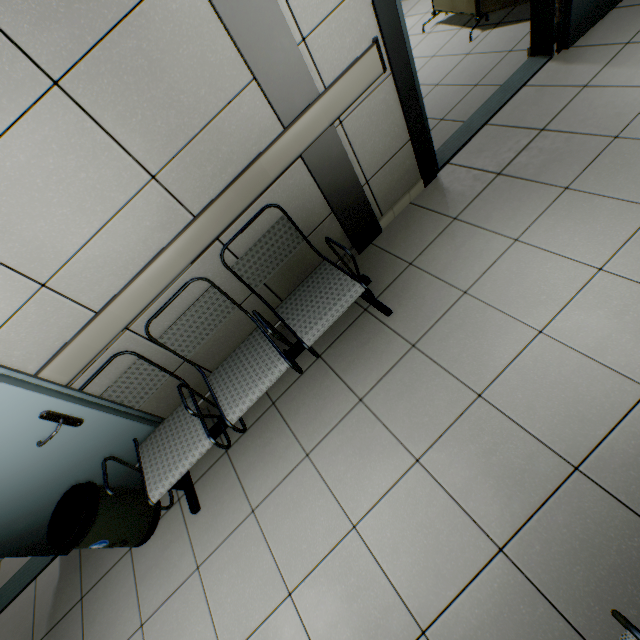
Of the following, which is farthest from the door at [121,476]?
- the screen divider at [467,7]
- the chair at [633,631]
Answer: the screen divider at [467,7]

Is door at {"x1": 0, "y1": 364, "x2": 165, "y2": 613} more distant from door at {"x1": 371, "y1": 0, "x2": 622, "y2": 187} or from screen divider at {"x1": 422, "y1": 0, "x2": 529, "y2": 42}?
screen divider at {"x1": 422, "y1": 0, "x2": 529, "y2": 42}

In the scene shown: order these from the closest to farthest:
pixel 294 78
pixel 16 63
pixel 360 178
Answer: pixel 16 63
pixel 294 78
pixel 360 178

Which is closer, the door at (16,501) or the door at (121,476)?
the door at (16,501)

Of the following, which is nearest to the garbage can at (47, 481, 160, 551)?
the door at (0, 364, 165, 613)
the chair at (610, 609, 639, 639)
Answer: the door at (0, 364, 165, 613)

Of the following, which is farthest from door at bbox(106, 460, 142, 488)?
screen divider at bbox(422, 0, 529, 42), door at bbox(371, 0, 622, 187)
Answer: screen divider at bbox(422, 0, 529, 42)

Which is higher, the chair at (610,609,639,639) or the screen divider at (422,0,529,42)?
the chair at (610,609,639,639)

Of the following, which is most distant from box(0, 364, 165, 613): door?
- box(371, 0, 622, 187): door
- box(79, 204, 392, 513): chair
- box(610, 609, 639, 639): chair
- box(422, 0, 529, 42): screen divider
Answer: box(422, 0, 529, 42): screen divider
